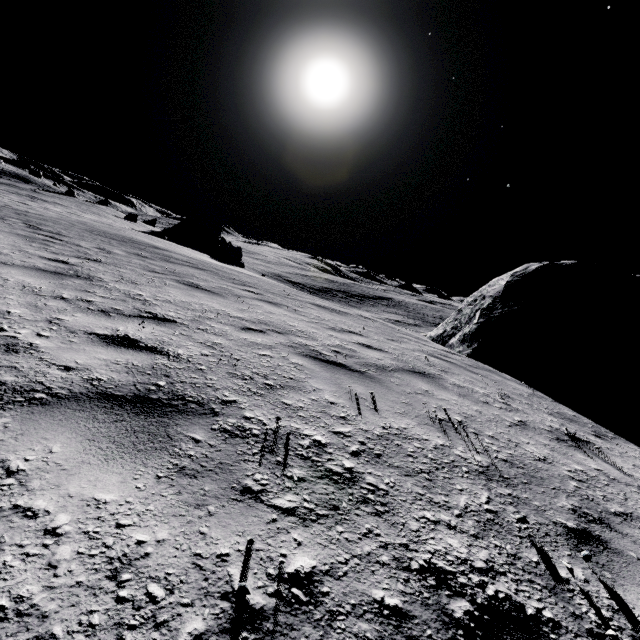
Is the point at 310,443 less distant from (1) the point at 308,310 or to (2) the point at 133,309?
(2) the point at 133,309

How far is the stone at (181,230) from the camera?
29.3m

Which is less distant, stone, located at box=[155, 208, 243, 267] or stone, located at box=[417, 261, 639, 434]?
stone, located at box=[417, 261, 639, 434]

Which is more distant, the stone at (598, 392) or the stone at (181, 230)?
the stone at (181, 230)

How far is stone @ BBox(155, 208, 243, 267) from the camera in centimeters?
2933cm
